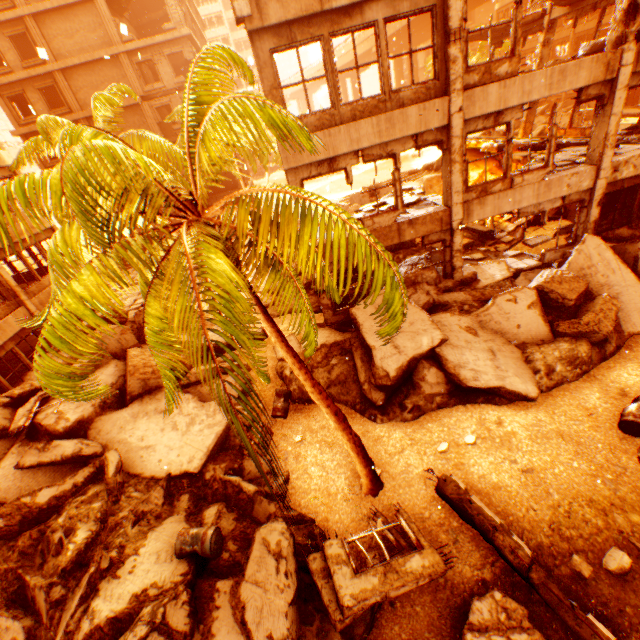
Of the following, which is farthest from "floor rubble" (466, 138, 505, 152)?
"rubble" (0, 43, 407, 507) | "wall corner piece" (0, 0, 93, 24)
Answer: "wall corner piece" (0, 0, 93, 24)

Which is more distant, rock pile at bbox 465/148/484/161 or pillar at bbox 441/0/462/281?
rock pile at bbox 465/148/484/161

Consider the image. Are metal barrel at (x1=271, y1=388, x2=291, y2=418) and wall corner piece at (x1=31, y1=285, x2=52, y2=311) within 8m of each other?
no

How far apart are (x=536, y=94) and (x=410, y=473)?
10.9m

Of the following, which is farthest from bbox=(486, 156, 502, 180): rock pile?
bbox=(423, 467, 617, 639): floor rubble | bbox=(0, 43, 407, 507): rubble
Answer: bbox=(423, 467, 617, 639): floor rubble

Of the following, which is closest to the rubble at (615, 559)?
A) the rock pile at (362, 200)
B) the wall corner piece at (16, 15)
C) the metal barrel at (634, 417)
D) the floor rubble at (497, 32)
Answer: the metal barrel at (634, 417)

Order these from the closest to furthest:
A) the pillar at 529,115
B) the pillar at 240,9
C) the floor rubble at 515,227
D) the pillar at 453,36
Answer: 1. the pillar at 240,9
2. the pillar at 453,36
3. the floor rubble at 515,227
4. the pillar at 529,115

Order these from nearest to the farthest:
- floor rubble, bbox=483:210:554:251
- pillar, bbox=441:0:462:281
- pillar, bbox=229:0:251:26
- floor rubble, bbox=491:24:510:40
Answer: pillar, bbox=229:0:251:26
pillar, bbox=441:0:462:281
floor rubble, bbox=483:210:554:251
floor rubble, bbox=491:24:510:40
